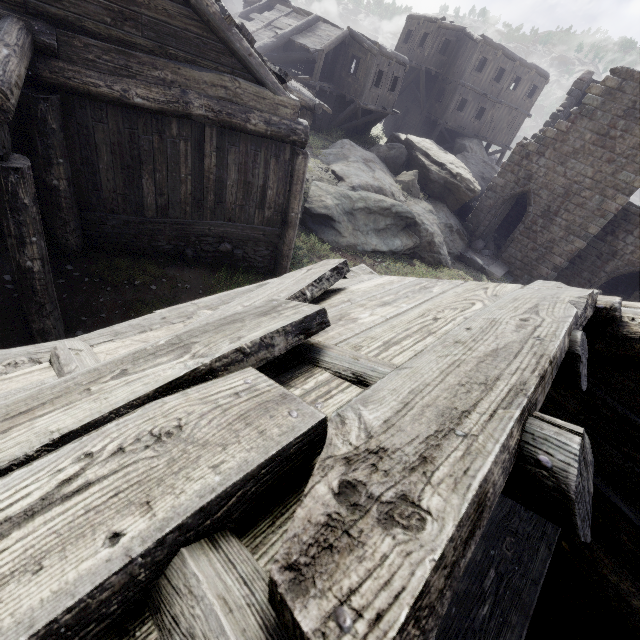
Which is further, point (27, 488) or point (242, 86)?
point (242, 86)

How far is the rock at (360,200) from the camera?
13.3 meters

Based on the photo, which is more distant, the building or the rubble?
the rubble

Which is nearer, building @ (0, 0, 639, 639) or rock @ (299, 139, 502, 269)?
building @ (0, 0, 639, 639)

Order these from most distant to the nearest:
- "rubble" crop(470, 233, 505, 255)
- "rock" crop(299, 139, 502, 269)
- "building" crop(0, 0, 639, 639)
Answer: "rubble" crop(470, 233, 505, 255), "rock" crop(299, 139, 502, 269), "building" crop(0, 0, 639, 639)

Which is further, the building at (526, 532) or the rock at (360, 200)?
the rock at (360, 200)

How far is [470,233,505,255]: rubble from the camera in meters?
20.0

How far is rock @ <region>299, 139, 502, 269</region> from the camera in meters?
13.3 m
